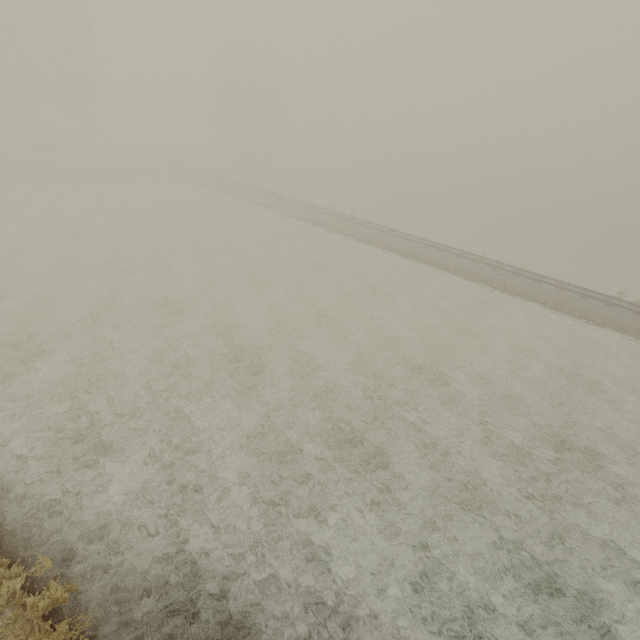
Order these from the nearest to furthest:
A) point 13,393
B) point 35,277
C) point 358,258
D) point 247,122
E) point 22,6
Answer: point 13,393 → point 35,277 → point 358,258 → point 22,6 → point 247,122
